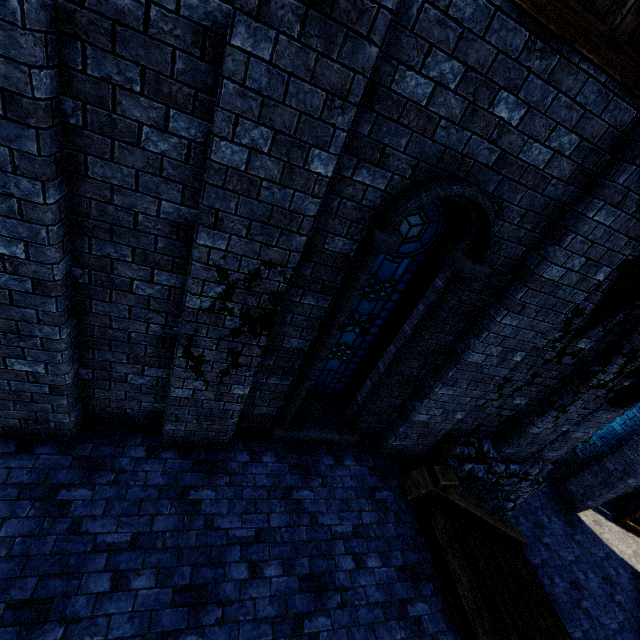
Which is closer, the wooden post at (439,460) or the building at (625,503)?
the wooden post at (439,460)

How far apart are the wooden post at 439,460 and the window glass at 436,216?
2.1m

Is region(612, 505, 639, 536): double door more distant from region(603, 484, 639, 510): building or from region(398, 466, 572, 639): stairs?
region(398, 466, 572, 639): stairs

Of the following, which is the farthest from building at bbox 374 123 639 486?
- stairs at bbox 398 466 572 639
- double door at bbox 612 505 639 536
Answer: stairs at bbox 398 466 572 639

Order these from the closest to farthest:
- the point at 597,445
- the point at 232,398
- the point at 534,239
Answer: the point at 534,239, the point at 232,398, the point at 597,445

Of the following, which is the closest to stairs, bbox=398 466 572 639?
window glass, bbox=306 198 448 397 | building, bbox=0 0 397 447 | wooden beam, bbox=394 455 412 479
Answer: wooden beam, bbox=394 455 412 479

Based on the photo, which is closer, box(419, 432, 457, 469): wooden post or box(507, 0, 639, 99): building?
box(507, 0, 639, 99): building

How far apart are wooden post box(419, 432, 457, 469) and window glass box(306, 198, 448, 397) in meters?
2.1
